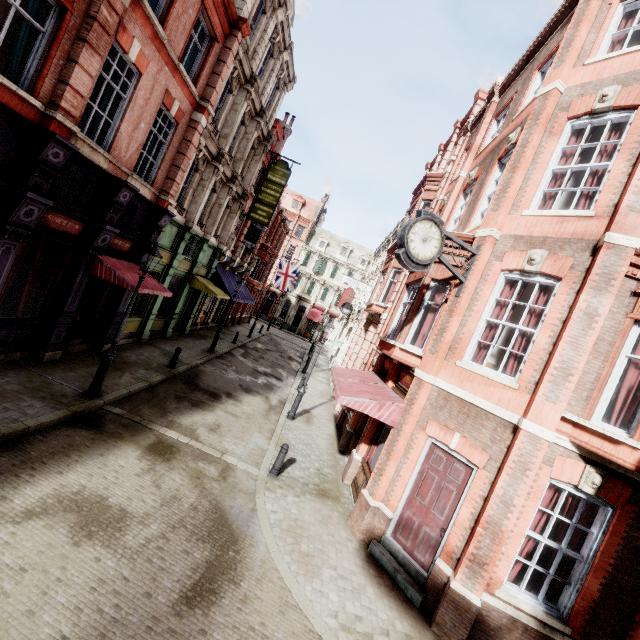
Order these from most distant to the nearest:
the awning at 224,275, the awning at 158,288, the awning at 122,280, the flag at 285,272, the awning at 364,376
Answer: the flag at 285,272
the awning at 224,275
the awning at 158,288
the awning at 122,280
the awning at 364,376

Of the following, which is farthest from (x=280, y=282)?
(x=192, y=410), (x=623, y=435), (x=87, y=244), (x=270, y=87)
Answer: (x=623, y=435)

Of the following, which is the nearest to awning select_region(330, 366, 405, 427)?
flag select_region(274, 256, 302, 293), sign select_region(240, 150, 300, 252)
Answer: sign select_region(240, 150, 300, 252)

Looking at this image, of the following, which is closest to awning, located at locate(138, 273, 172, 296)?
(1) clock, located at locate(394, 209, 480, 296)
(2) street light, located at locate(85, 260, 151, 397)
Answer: (2) street light, located at locate(85, 260, 151, 397)

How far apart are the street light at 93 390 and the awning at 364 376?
6.4m

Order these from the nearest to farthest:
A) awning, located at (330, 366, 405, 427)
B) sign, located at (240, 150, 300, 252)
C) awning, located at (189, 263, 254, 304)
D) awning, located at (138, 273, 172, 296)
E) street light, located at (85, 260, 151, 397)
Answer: awning, located at (330, 366, 405, 427) < street light, located at (85, 260, 151, 397) < awning, located at (138, 273, 172, 296) < awning, located at (189, 263, 254, 304) < sign, located at (240, 150, 300, 252)

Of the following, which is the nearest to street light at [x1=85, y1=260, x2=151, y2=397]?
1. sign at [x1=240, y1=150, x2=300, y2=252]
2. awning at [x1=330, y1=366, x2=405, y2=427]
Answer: awning at [x1=330, y1=366, x2=405, y2=427]

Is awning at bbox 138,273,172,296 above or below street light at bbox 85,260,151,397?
above
